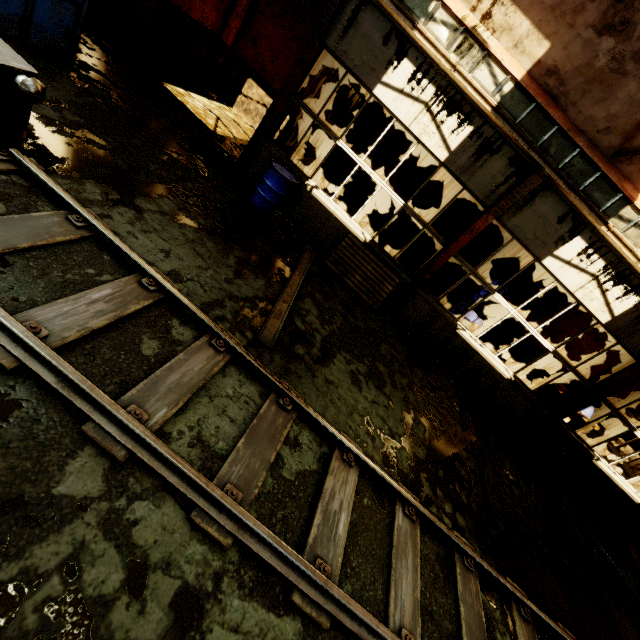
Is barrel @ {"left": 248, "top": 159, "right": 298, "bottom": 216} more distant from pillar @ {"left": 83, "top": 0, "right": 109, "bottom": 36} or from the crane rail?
pillar @ {"left": 83, "top": 0, "right": 109, "bottom": 36}

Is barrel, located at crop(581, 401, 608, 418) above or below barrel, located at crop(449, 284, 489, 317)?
above

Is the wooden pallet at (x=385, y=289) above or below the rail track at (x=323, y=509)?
above

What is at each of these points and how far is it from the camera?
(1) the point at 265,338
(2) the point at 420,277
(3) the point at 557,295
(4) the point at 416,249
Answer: (1) beam, 4.23m
(2) pillar, 7.57m
(3) pillar, 11.34m
(4) pillar, 11.99m

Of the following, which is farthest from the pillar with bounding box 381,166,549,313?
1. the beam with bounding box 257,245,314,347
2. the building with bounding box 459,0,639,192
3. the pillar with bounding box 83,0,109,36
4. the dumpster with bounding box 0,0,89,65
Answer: the pillar with bounding box 83,0,109,36

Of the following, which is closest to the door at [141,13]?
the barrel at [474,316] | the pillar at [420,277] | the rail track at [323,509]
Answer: the rail track at [323,509]

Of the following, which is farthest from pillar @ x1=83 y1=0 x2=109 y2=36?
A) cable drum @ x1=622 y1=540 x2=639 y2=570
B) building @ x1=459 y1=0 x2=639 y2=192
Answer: cable drum @ x1=622 y1=540 x2=639 y2=570

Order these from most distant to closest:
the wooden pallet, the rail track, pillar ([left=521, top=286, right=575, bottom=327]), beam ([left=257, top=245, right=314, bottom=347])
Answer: pillar ([left=521, top=286, right=575, bottom=327]) → the wooden pallet → beam ([left=257, top=245, right=314, bottom=347]) → the rail track
